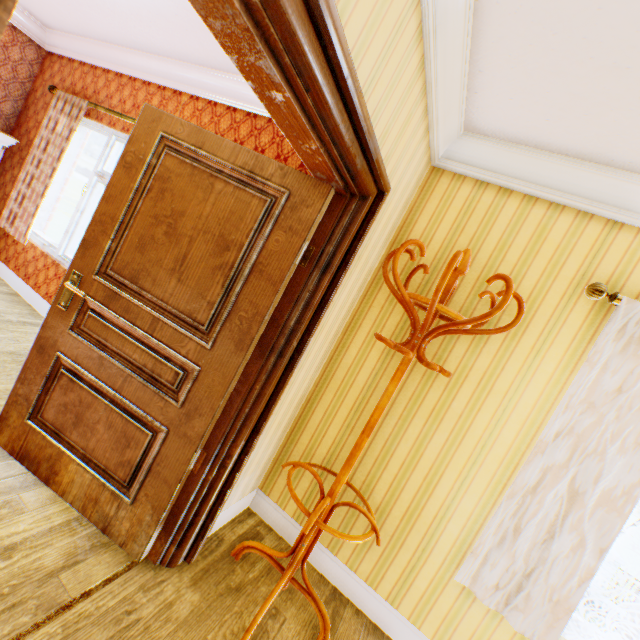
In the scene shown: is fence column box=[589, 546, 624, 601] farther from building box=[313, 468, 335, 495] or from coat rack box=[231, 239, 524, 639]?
coat rack box=[231, 239, 524, 639]

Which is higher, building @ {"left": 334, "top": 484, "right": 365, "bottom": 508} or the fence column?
building @ {"left": 334, "top": 484, "right": 365, "bottom": 508}

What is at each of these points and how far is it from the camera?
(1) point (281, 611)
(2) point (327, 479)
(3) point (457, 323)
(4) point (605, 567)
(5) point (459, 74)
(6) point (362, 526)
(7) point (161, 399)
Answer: (1) building, 1.9m
(2) building, 2.4m
(3) coat rack, 1.6m
(4) fence column, 12.2m
(5) building, 1.7m
(6) building, 2.2m
(7) childactor, 1.8m

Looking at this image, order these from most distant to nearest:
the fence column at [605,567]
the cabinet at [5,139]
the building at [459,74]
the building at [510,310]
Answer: the fence column at [605,567], the cabinet at [5,139], the building at [510,310], the building at [459,74]

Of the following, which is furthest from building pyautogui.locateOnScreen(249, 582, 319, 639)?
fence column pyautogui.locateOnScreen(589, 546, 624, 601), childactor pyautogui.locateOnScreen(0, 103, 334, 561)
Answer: fence column pyautogui.locateOnScreen(589, 546, 624, 601)

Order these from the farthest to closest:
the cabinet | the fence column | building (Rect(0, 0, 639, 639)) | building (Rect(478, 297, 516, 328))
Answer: the fence column < the cabinet < building (Rect(478, 297, 516, 328)) < building (Rect(0, 0, 639, 639))

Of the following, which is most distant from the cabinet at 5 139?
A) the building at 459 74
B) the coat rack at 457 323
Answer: the coat rack at 457 323
